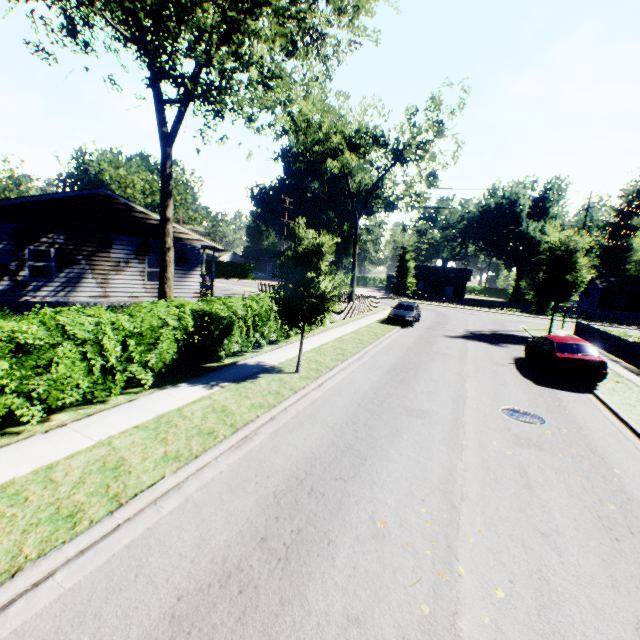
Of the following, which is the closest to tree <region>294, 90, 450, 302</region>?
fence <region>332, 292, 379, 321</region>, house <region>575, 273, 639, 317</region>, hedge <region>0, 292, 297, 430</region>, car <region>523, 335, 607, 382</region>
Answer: fence <region>332, 292, 379, 321</region>

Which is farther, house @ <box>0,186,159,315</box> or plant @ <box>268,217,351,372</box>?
house @ <box>0,186,159,315</box>

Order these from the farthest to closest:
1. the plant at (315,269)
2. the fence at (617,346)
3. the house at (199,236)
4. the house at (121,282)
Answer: the house at (199,236) → the fence at (617,346) → the house at (121,282) → the plant at (315,269)

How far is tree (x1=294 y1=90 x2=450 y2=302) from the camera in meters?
26.9

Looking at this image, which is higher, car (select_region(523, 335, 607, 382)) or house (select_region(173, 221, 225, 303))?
house (select_region(173, 221, 225, 303))

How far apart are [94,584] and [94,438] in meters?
3.3 m

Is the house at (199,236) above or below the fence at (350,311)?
above

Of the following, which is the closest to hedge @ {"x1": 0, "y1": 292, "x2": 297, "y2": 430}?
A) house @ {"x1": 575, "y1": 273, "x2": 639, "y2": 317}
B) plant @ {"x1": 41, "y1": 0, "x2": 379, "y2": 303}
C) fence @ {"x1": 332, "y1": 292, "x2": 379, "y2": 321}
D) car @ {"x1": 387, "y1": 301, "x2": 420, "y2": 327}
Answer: fence @ {"x1": 332, "y1": 292, "x2": 379, "y2": 321}
